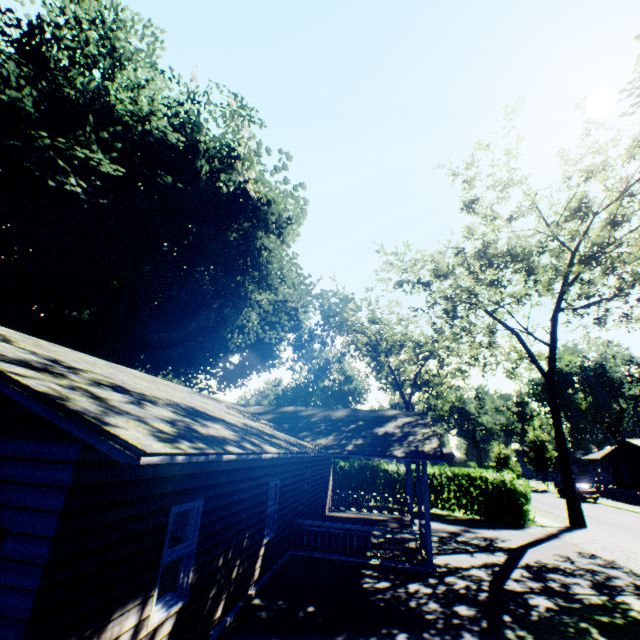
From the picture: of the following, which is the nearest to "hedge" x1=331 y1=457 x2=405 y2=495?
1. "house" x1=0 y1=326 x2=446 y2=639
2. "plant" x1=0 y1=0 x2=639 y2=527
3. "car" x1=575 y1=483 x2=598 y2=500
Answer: "house" x1=0 y1=326 x2=446 y2=639

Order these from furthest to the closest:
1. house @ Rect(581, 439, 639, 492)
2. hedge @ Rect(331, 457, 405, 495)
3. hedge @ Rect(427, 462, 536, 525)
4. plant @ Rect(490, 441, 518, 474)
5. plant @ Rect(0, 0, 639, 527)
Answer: house @ Rect(581, 439, 639, 492) → plant @ Rect(490, 441, 518, 474) → hedge @ Rect(331, 457, 405, 495) → hedge @ Rect(427, 462, 536, 525) → plant @ Rect(0, 0, 639, 527)

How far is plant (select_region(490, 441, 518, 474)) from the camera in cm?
3069

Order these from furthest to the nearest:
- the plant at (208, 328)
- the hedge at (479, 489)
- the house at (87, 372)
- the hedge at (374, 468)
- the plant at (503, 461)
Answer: the plant at (503, 461), the hedge at (374, 468), the hedge at (479, 489), the plant at (208, 328), the house at (87, 372)

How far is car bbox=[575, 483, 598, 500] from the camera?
33.4m

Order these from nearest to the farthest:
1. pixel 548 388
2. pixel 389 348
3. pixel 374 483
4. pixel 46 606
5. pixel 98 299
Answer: pixel 46 606 → pixel 98 299 → pixel 548 388 → pixel 374 483 → pixel 389 348

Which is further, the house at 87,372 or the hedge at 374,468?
the hedge at 374,468
